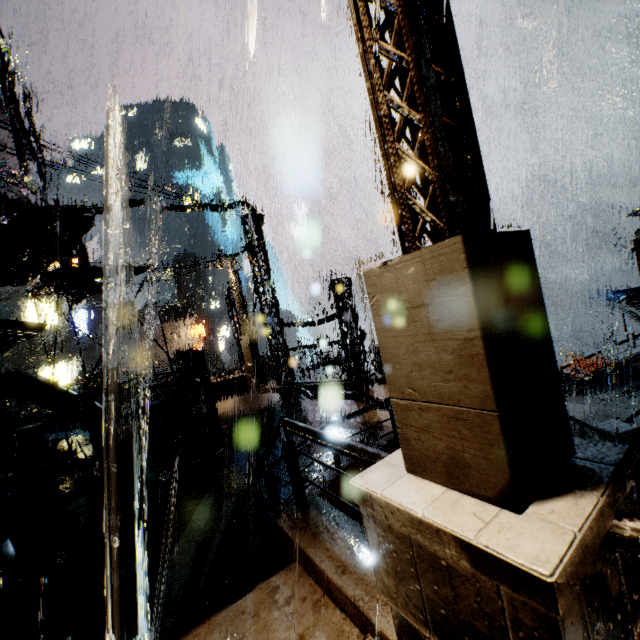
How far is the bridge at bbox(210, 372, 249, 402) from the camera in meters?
18.3

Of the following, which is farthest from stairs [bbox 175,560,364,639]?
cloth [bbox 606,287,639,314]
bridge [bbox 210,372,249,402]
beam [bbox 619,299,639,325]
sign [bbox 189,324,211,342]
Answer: sign [bbox 189,324,211,342]

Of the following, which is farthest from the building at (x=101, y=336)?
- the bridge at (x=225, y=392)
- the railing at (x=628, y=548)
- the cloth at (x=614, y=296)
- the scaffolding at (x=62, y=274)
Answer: the cloth at (x=614, y=296)

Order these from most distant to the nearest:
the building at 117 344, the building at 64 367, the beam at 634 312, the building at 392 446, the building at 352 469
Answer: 1. the building at 117 344
2. the building at 64 367
3. the beam at 634 312
4. the building at 392 446
5. the building at 352 469

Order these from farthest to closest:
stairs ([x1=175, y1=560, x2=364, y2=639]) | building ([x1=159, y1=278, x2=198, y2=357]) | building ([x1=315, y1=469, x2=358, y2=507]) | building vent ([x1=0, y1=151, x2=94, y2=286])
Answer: building ([x1=159, y1=278, x2=198, y2=357]), building vent ([x1=0, y1=151, x2=94, y2=286]), building ([x1=315, y1=469, x2=358, y2=507]), stairs ([x1=175, y1=560, x2=364, y2=639])

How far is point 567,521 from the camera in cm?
126

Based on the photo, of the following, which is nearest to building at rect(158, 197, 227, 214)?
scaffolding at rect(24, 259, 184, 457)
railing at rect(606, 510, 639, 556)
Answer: scaffolding at rect(24, 259, 184, 457)

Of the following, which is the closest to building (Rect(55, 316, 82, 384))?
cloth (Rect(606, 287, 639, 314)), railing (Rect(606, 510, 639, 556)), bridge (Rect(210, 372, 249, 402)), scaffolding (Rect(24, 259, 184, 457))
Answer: bridge (Rect(210, 372, 249, 402))
